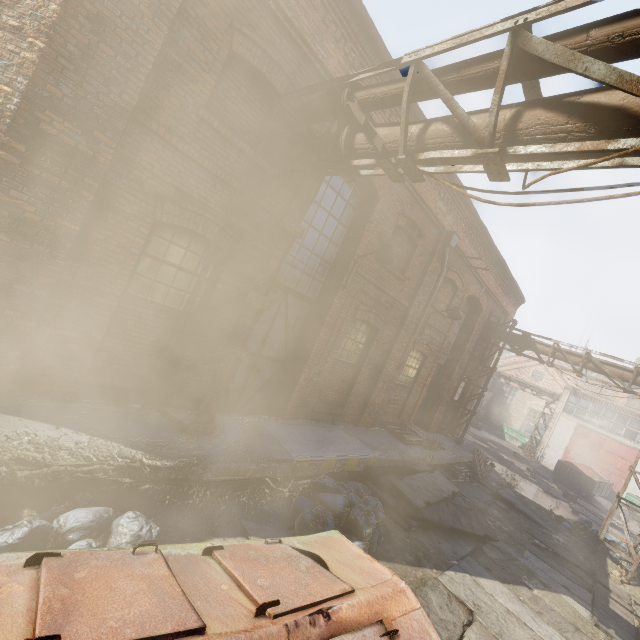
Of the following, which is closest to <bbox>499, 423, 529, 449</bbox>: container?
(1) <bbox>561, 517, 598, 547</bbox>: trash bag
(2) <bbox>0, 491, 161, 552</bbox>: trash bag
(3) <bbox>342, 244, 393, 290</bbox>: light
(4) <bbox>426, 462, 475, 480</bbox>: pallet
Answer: (1) <bbox>561, 517, 598, 547</bbox>: trash bag

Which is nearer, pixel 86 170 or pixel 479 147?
pixel 479 147

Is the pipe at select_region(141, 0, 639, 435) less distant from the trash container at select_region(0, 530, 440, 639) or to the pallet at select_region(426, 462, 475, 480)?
the trash container at select_region(0, 530, 440, 639)

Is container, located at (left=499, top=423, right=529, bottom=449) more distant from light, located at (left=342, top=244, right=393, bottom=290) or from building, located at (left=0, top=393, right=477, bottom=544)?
light, located at (left=342, top=244, right=393, bottom=290)

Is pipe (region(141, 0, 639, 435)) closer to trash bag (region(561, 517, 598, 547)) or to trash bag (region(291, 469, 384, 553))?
trash bag (region(291, 469, 384, 553))

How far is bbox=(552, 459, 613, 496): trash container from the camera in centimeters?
2044cm

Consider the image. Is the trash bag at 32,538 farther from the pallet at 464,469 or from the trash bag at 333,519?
the pallet at 464,469

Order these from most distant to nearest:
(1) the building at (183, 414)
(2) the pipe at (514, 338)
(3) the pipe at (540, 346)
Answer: (2) the pipe at (514, 338) → (3) the pipe at (540, 346) → (1) the building at (183, 414)
